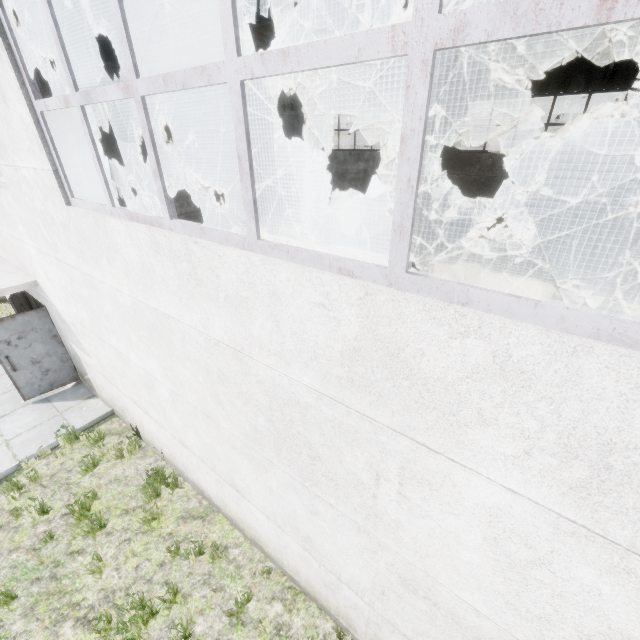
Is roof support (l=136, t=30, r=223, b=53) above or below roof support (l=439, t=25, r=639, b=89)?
above

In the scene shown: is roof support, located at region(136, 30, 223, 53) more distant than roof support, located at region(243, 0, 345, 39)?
Yes

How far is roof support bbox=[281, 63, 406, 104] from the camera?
13.4m

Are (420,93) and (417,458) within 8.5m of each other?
yes

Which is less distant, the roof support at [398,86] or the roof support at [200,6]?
the roof support at [200,6]
